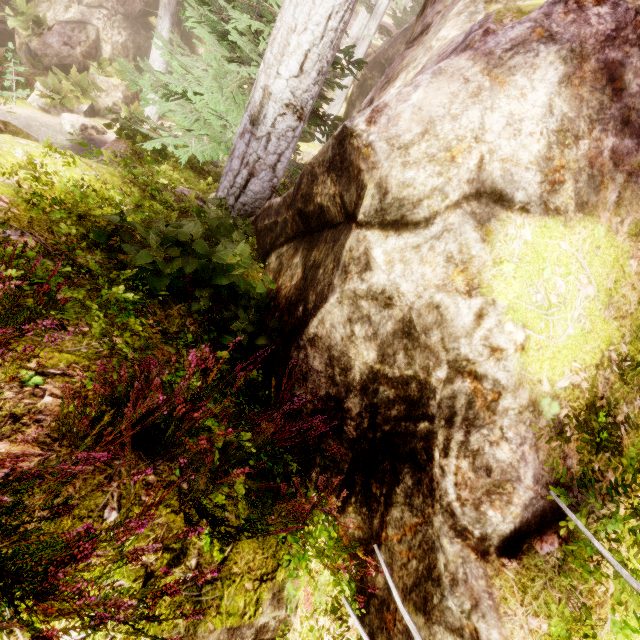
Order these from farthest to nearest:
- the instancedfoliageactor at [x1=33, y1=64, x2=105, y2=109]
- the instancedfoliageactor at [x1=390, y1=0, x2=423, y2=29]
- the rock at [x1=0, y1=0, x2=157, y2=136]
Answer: the instancedfoliageactor at [x1=390, y1=0, x2=423, y2=29]
the rock at [x1=0, y1=0, x2=157, y2=136]
the instancedfoliageactor at [x1=33, y1=64, x2=105, y2=109]

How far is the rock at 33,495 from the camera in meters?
1.6

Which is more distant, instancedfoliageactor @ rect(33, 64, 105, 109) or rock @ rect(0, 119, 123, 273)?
instancedfoliageactor @ rect(33, 64, 105, 109)

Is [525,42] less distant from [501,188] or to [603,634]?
[501,188]

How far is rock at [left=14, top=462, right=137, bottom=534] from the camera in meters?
1.6 m

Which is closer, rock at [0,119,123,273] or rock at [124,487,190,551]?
rock at [124,487,190,551]

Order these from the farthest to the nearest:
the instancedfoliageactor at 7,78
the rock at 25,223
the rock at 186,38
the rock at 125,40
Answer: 1. the rock at 186,38
2. the rock at 125,40
3. the instancedfoliageactor at 7,78
4. the rock at 25,223
